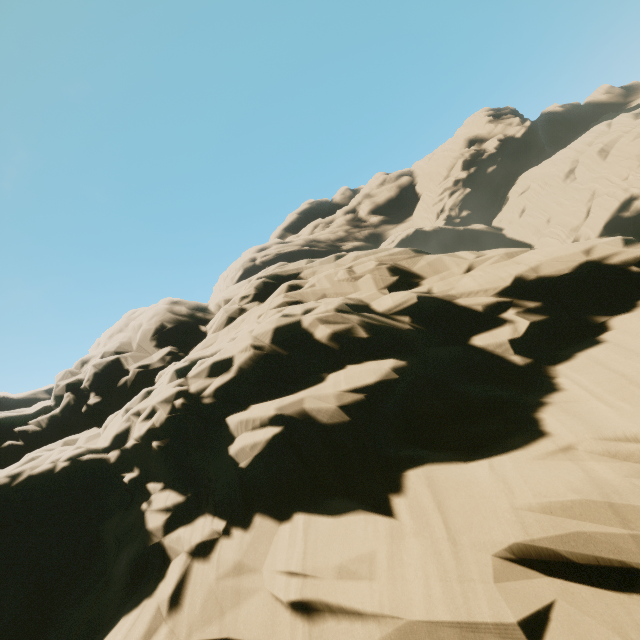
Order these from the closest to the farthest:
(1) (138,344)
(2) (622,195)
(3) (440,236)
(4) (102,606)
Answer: (4) (102,606) < (1) (138,344) < (2) (622,195) < (3) (440,236)
